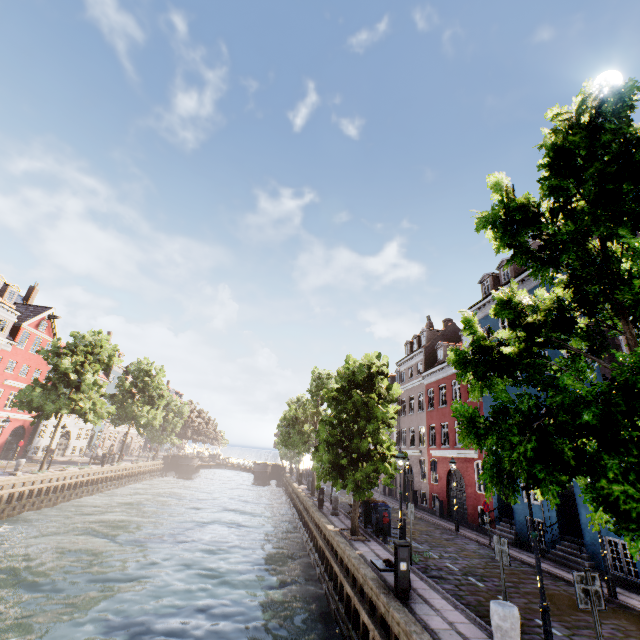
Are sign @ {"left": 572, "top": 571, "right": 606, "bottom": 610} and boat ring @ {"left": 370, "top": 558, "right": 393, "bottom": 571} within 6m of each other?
no

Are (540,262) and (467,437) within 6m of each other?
yes

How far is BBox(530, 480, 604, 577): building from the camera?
12.7m

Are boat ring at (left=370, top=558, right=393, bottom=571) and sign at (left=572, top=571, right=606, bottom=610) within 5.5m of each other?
no

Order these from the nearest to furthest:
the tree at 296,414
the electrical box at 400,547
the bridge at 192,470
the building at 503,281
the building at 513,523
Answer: the electrical box at 400,547, the tree at 296,414, the building at 513,523, the building at 503,281, the bridge at 192,470

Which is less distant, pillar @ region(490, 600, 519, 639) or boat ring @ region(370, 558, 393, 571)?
pillar @ region(490, 600, 519, 639)

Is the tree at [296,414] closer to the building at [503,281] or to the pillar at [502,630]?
the pillar at [502,630]

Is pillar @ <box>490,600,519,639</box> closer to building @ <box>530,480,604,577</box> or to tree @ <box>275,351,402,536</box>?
tree @ <box>275,351,402,536</box>
